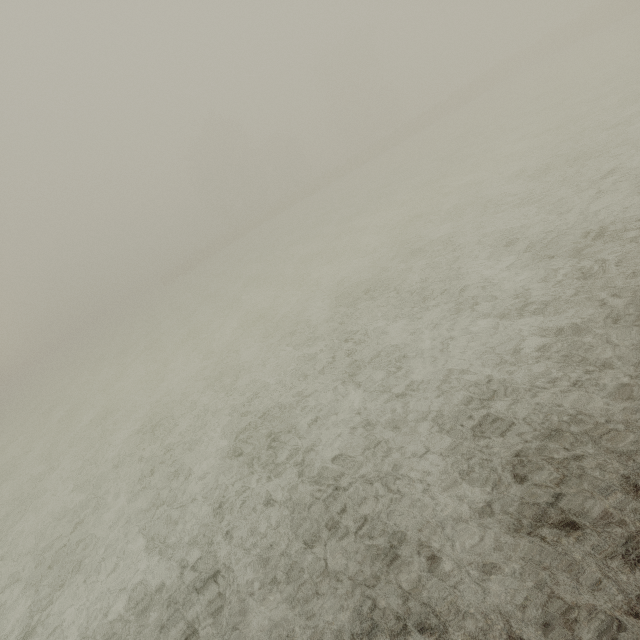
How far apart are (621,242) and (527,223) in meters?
2.5 m
